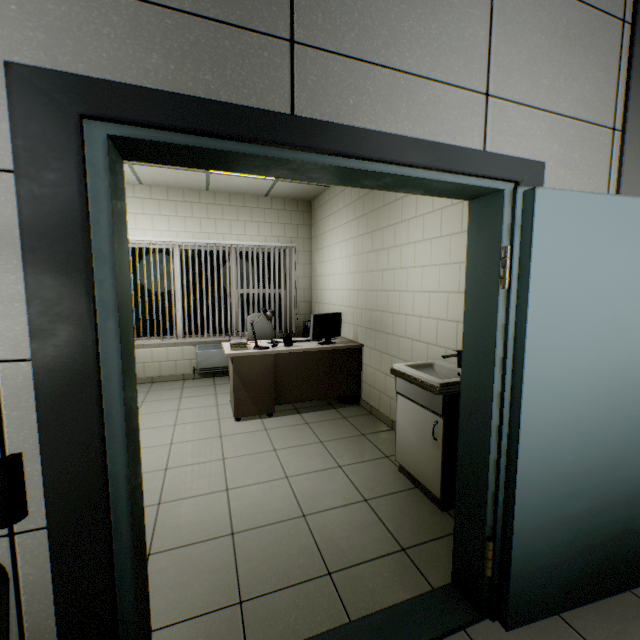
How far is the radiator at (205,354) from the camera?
5.7m

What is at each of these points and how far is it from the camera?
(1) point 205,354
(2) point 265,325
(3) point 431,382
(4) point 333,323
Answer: (1) radiator, 5.7m
(2) chair, 5.4m
(3) sink, 2.3m
(4) monitor, 4.4m

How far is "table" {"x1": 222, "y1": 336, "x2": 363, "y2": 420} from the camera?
3.9m

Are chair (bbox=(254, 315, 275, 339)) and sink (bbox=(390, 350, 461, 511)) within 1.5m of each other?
no

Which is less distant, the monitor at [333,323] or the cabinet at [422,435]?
the cabinet at [422,435]

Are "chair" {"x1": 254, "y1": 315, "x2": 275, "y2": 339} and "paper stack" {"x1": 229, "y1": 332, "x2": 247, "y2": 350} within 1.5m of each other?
yes

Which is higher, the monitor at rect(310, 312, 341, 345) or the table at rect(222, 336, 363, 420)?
the monitor at rect(310, 312, 341, 345)

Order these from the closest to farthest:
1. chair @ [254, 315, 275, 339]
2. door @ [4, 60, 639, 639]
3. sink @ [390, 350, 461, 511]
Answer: door @ [4, 60, 639, 639] < sink @ [390, 350, 461, 511] < chair @ [254, 315, 275, 339]
